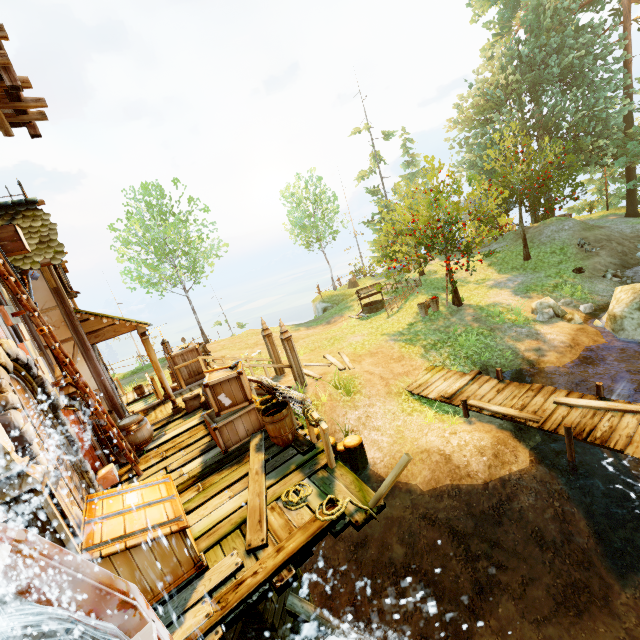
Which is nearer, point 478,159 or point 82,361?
point 82,361

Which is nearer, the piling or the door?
the door

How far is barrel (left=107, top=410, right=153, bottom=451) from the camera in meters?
7.6 m

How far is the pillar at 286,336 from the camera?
11.0m

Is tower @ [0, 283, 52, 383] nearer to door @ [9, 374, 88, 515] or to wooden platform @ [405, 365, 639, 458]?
door @ [9, 374, 88, 515]

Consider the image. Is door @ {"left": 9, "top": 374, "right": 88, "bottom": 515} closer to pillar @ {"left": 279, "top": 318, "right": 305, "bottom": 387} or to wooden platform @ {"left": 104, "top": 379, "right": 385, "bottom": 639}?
wooden platform @ {"left": 104, "top": 379, "right": 385, "bottom": 639}

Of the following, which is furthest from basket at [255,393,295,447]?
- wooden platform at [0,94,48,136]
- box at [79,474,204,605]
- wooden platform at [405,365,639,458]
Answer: wooden platform at [0,94,48,136]

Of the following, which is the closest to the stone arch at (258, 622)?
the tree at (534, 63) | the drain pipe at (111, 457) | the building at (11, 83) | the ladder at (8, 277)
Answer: the building at (11, 83)
